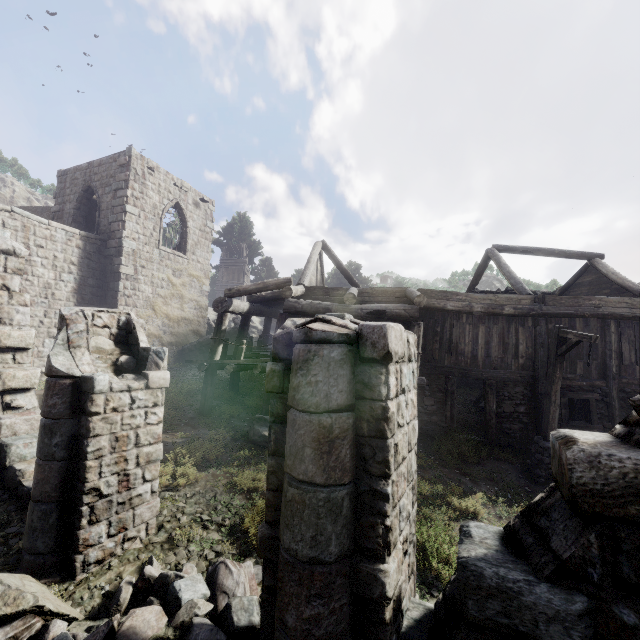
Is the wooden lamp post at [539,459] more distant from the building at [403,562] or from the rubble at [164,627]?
the rubble at [164,627]

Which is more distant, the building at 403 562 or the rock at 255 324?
the rock at 255 324

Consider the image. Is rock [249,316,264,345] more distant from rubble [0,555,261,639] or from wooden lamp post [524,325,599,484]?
rubble [0,555,261,639]

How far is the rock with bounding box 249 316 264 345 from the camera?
35.2 meters

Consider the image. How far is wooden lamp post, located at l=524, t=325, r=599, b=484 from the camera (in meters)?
8.95

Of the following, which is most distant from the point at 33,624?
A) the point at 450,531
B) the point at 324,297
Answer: the point at 324,297

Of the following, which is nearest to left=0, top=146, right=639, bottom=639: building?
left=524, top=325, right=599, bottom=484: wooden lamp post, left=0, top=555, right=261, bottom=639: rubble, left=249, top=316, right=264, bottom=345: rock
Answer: left=0, top=555, right=261, bottom=639: rubble

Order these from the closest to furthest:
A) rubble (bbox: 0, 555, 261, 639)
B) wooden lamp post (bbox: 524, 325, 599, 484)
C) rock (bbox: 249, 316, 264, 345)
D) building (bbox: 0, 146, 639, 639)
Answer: building (bbox: 0, 146, 639, 639), rubble (bbox: 0, 555, 261, 639), wooden lamp post (bbox: 524, 325, 599, 484), rock (bbox: 249, 316, 264, 345)
